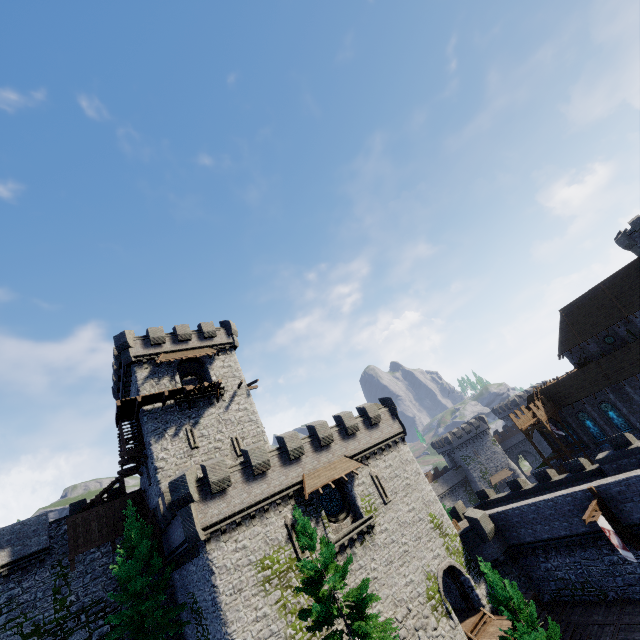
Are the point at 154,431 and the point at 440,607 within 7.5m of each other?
no

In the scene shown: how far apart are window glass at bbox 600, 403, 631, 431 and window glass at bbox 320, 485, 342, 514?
38.2m

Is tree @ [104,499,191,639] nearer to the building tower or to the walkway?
the building tower

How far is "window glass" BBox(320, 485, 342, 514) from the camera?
24.7m

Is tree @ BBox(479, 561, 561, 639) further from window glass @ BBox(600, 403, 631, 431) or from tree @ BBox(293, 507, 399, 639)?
window glass @ BBox(600, 403, 631, 431)

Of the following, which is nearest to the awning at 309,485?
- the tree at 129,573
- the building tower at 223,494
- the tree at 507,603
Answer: the building tower at 223,494

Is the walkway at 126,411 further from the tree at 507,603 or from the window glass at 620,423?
the window glass at 620,423

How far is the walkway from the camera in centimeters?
2568cm
